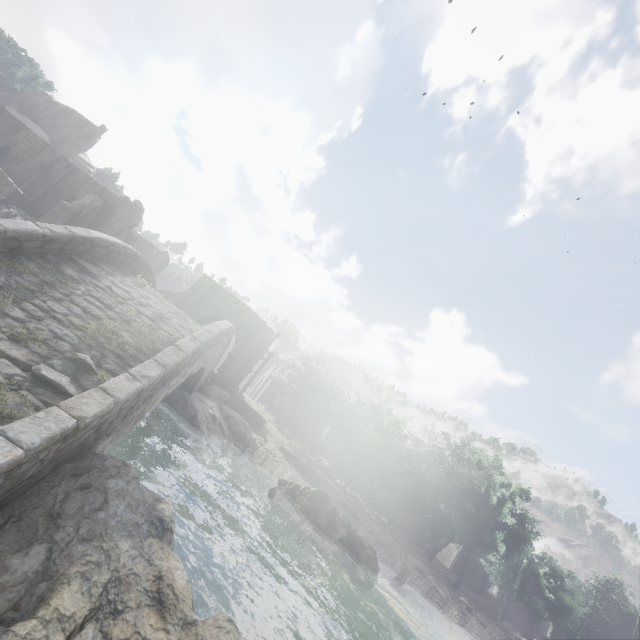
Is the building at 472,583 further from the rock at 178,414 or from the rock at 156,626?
the rock at 178,414

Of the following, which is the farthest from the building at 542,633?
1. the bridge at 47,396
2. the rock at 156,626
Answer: the bridge at 47,396

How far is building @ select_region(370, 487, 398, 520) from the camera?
43.1 meters

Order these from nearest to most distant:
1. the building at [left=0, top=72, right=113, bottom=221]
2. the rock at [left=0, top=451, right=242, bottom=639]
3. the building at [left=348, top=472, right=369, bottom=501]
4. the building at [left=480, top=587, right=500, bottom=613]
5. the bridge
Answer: the rock at [left=0, top=451, right=242, bottom=639], the bridge, the building at [left=0, top=72, right=113, bottom=221], the building at [left=348, top=472, right=369, bottom=501], the building at [left=480, top=587, right=500, bottom=613]

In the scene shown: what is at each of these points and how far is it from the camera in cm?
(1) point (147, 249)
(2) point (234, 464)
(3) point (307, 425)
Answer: (1) building, 4350
(2) rubble, 1577
(3) building, 4172

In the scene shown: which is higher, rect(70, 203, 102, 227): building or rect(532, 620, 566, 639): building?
rect(70, 203, 102, 227): building

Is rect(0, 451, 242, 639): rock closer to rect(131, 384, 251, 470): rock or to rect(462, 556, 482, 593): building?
rect(462, 556, 482, 593): building
